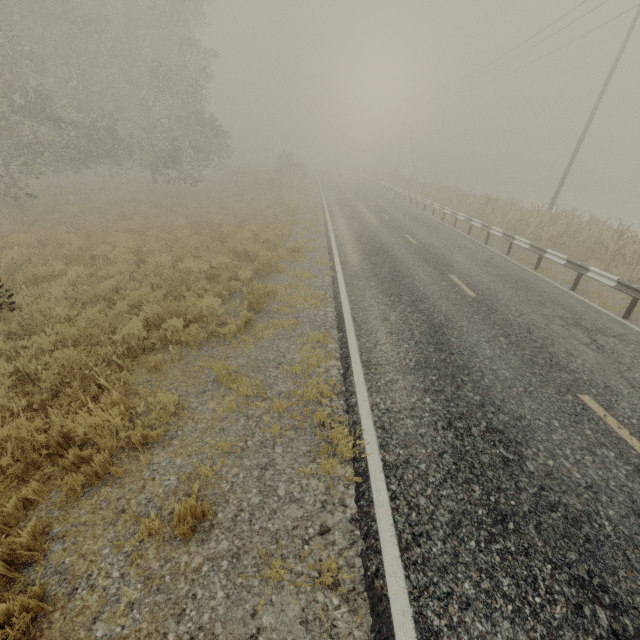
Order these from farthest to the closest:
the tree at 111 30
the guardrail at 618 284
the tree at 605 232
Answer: the tree at 111 30 → the tree at 605 232 → the guardrail at 618 284

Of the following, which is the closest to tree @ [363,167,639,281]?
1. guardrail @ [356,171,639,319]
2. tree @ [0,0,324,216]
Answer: tree @ [0,0,324,216]

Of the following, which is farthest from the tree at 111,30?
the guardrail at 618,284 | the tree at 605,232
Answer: the guardrail at 618,284

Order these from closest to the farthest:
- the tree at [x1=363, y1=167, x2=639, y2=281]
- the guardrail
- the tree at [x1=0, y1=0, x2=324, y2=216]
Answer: the guardrail → the tree at [x1=363, y1=167, x2=639, y2=281] → the tree at [x1=0, y1=0, x2=324, y2=216]

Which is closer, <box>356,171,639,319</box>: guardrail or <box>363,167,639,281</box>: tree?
<box>356,171,639,319</box>: guardrail

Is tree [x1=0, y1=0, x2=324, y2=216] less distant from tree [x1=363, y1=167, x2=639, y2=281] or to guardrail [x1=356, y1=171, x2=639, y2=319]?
tree [x1=363, y1=167, x2=639, y2=281]

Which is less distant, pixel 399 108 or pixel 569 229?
pixel 569 229
